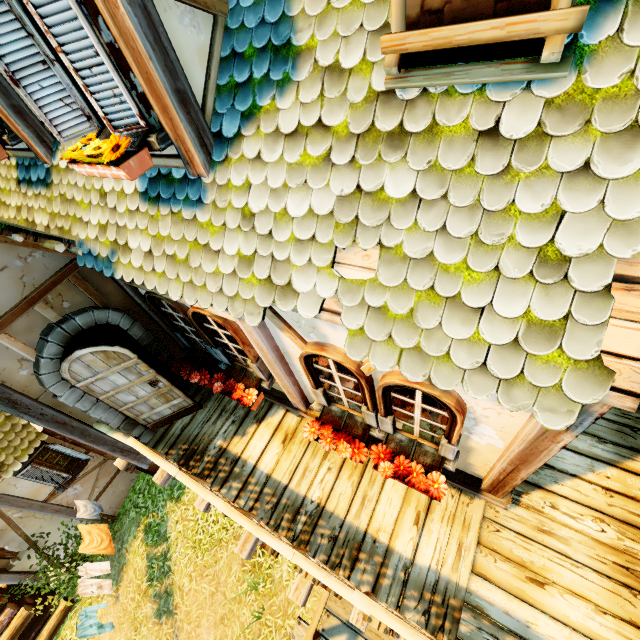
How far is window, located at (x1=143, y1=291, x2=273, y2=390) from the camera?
4.01m

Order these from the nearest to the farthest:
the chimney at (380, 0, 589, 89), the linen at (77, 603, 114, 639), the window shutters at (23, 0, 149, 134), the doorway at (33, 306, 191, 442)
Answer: the chimney at (380, 0, 589, 89) → the window shutters at (23, 0, 149, 134) → the doorway at (33, 306, 191, 442) → the linen at (77, 603, 114, 639)

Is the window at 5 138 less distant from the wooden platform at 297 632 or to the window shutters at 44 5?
the window shutters at 44 5

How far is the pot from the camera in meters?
2.5 m

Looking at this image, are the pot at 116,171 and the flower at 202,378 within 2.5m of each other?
no

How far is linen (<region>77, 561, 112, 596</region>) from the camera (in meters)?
7.05

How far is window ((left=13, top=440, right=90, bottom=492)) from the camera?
7.5m

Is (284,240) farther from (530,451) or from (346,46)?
(530,451)
